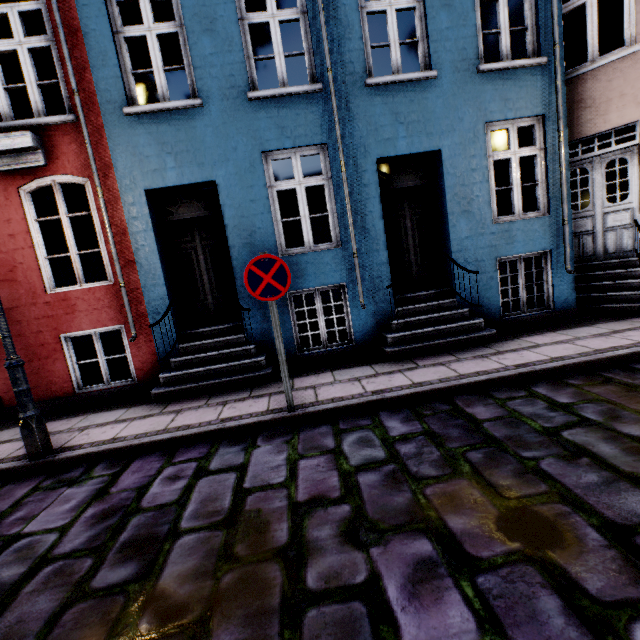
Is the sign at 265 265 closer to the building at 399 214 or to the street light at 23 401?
the building at 399 214

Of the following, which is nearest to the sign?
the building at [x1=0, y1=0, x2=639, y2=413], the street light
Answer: the building at [x1=0, y1=0, x2=639, y2=413]

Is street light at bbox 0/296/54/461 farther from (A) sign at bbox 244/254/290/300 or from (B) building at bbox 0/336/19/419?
(A) sign at bbox 244/254/290/300

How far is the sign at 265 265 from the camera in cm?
370

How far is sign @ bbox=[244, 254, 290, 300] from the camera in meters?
3.7 m

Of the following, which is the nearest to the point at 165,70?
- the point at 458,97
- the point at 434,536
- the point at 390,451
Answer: the point at 458,97

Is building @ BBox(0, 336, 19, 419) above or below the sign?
below
